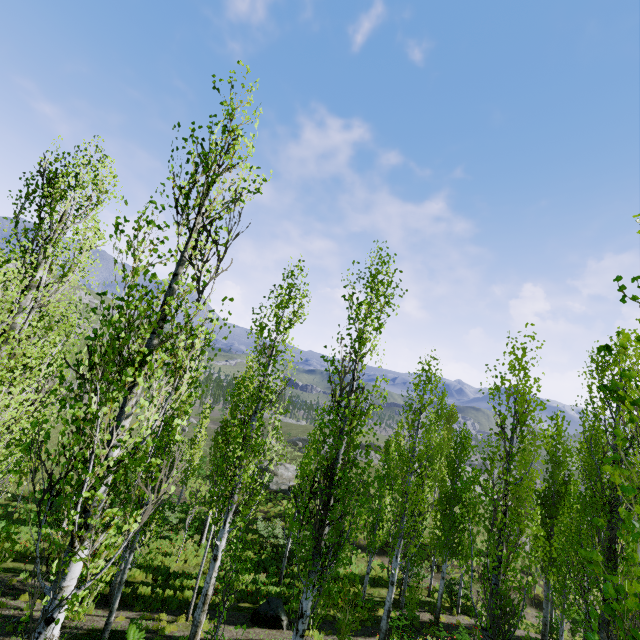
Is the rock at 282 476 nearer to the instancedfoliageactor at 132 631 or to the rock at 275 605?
the instancedfoliageactor at 132 631

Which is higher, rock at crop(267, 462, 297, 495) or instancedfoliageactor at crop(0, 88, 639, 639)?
instancedfoliageactor at crop(0, 88, 639, 639)

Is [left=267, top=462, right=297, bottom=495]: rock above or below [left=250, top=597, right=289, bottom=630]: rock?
below

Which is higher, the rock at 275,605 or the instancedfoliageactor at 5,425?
the instancedfoliageactor at 5,425

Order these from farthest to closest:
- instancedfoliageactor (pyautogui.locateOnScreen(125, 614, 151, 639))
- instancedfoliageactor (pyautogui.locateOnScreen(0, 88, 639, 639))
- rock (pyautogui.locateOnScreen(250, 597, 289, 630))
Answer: rock (pyautogui.locateOnScreen(250, 597, 289, 630))
instancedfoliageactor (pyautogui.locateOnScreen(125, 614, 151, 639))
instancedfoliageactor (pyautogui.locateOnScreen(0, 88, 639, 639))

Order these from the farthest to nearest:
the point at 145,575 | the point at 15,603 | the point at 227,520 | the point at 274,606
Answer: the point at 145,575
the point at 274,606
the point at 15,603
the point at 227,520

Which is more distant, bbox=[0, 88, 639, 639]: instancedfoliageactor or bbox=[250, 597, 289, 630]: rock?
bbox=[250, 597, 289, 630]: rock

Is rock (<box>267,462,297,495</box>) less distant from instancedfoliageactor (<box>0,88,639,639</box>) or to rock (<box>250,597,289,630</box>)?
instancedfoliageactor (<box>0,88,639,639</box>)
